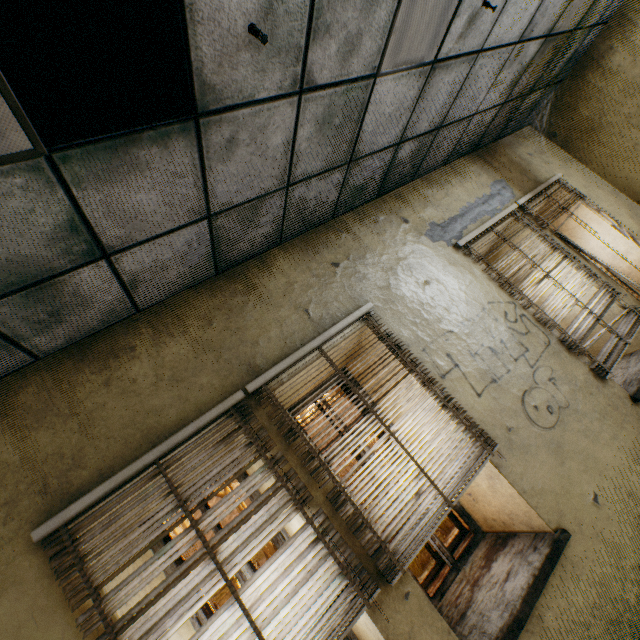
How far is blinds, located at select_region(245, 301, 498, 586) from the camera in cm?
206

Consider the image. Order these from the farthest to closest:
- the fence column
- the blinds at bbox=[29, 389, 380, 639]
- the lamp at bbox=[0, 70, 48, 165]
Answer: the fence column → the blinds at bbox=[29, 389, 380, 639] → the lamp at bbox=[0, 70, 48, 165]

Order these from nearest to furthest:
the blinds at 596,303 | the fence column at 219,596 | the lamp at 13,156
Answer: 1. the lamp at 13,156
2. the blinds at 596,303
3. the fence column at 219,596

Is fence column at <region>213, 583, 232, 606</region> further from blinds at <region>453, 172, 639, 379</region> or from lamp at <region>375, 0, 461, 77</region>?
lamp at <region>375, 0, 461, 77</region>

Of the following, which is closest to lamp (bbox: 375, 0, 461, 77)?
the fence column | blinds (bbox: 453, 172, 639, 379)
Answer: blinds (bbox: 453, 172, 639, 379)

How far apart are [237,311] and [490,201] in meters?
3.5 m

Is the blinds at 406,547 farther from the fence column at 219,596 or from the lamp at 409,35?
the fence column at 219,596

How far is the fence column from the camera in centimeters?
853cm
